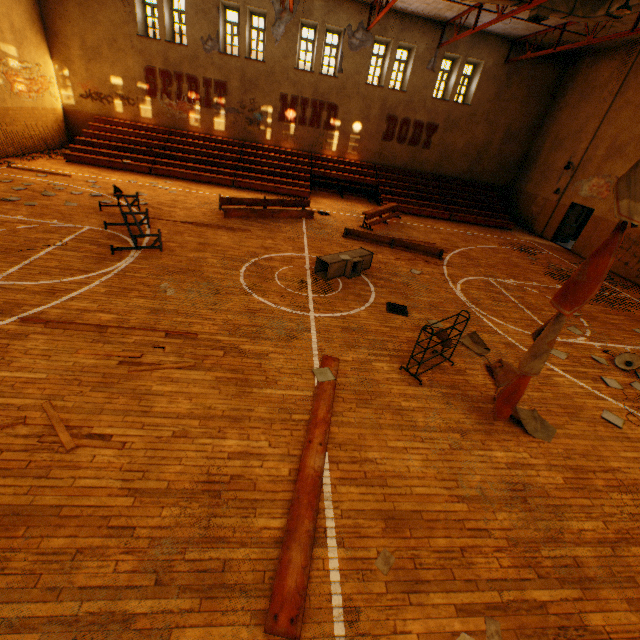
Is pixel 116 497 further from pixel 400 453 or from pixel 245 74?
pixel 245 74

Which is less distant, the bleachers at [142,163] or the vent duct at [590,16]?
the vent duct at [590,16]

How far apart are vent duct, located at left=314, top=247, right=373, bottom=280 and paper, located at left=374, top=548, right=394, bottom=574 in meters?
6.6 m

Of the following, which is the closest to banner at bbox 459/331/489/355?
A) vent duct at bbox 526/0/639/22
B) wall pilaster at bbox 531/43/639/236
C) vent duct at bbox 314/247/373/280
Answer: vent duct at bbox 526/0/639/22

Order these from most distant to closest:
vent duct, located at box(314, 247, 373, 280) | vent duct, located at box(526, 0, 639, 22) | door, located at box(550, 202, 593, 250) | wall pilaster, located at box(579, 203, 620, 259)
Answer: door, located at box(550, 202, 593, 250)
wall pilaster, located at box(579, 203, 620, 259)
vent duct, located at box(526, 0, 639, 22)
vent duct, located at box(314, 247, 373, 280)

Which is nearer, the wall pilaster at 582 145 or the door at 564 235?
the wall pilaster at 582 145

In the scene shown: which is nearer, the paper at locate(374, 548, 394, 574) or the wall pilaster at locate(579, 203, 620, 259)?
the paper at locate(374, 548, 394, 574)

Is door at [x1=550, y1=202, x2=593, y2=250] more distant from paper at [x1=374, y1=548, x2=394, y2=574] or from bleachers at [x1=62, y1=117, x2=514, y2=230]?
paper at [x1=374, y1=548, x2=394, y2=574]
